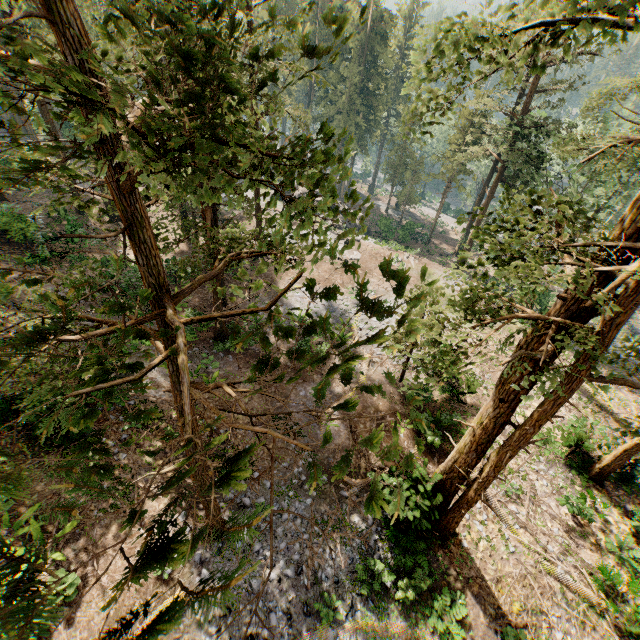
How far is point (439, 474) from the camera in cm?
1270

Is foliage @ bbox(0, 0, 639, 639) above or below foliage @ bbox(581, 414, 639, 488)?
above

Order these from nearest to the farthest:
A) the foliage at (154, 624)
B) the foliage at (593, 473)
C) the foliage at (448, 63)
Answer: the foliage at (154, 624), the foliage at (448, 63), the foliage at (593, 473)

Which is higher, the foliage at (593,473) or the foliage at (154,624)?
the foliage at (154,624)

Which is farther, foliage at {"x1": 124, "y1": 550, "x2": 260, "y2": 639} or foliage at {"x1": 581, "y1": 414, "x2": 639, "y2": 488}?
foliage at {"x1": 581, "y1": 414, "x2": 639, "y2": 488}

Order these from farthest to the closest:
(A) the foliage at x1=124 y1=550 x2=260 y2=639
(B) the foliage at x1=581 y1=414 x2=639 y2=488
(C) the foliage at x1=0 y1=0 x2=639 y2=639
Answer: (B) the foliage at x1=581 y1=414 x2=639 y2=488 < (C) the foliage at x1=0 y1=0 x2=639 y2=639 < (A) the foliage at x1=124 y1=550 x2=260 y2=639
